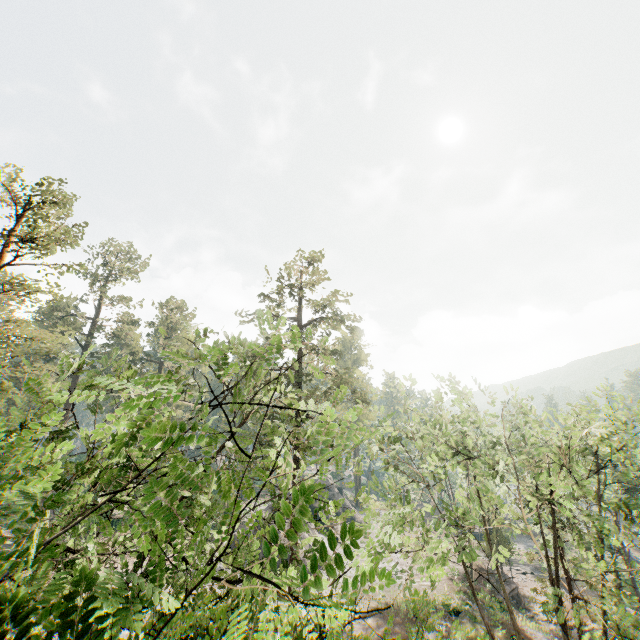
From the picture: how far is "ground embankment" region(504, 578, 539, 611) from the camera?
34.1m

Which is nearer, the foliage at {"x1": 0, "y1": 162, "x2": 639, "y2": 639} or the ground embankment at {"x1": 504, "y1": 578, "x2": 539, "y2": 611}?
the foliage at {"x1": 0, "y1": 162, "x2": 639, "y2": 639}

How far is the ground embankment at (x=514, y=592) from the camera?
34.1 meters

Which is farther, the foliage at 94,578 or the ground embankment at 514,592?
the ground embankment at 514,592

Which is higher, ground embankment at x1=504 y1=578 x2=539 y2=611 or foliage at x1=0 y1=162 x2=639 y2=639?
foliage at x1=0 y1=162 x2=639 y2=639

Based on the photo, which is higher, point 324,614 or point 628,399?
point 628,399
